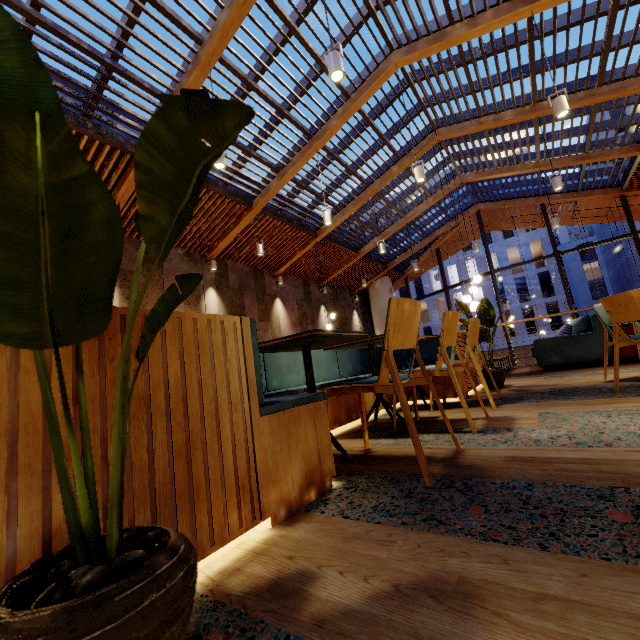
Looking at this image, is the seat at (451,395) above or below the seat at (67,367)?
below

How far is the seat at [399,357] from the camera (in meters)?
4.49

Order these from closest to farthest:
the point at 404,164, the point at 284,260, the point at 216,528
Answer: the point at 216,528, the point at 404,164, the point at 284,260

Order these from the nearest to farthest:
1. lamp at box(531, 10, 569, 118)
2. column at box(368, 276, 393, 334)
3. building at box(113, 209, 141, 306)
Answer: lamp at box(531, 10, 569, 118)
building at box(113, 209, 141, 306)
column at box(368, 276, 393, 334)

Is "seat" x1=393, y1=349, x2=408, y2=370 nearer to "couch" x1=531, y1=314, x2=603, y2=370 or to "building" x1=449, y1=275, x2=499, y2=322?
"couch" x1=531, y1=314, x2=603, y2=370

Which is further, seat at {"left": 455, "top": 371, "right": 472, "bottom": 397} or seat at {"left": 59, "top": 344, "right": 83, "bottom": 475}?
seat at {"left": 455, "top": 371, "right": 472, "bottom": 397}

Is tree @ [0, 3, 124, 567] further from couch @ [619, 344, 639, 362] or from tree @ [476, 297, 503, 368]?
couch @ [619, 344, 639, 362]

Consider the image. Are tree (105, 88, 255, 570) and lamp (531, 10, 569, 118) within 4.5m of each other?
no
